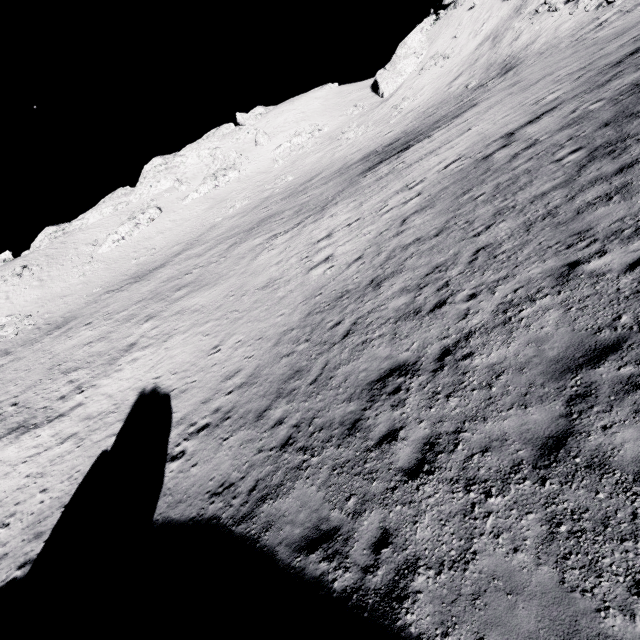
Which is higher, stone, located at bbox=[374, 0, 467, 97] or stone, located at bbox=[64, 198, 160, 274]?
stone, located at bbox=[374, 0, 467, 97]

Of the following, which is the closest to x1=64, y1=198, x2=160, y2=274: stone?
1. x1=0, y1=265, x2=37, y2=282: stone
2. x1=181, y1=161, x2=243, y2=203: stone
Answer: x1=181, y1=161, x2=243, y2=203: stone

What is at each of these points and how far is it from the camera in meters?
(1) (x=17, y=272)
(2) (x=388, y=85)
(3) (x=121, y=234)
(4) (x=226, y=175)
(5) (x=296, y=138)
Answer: (1) stone, 48.9
(2) stone, 54.5
(3) stone, 52.0
(4) stone, 56.9
(5) stone, 56.8

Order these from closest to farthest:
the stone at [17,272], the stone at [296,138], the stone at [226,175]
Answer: the stone at [17,272] → the stone at [296,138] → the stone at [226,175]

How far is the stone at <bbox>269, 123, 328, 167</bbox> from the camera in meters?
54.9

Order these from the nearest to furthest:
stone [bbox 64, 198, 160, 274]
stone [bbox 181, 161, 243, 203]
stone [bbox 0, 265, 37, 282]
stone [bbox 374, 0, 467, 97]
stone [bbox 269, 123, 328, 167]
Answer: stone [bbox 0, 265, 37, 282] → stone [bbox 64, 198, 160, 274] → stone [bbox 374, 0, 467, 97] → stone [bbox 269, 123, 328, 167] → stone [bbox 181, 161, 243, 203]

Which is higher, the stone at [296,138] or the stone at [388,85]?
the stone at [388,85]

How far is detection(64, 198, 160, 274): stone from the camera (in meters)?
48.53
